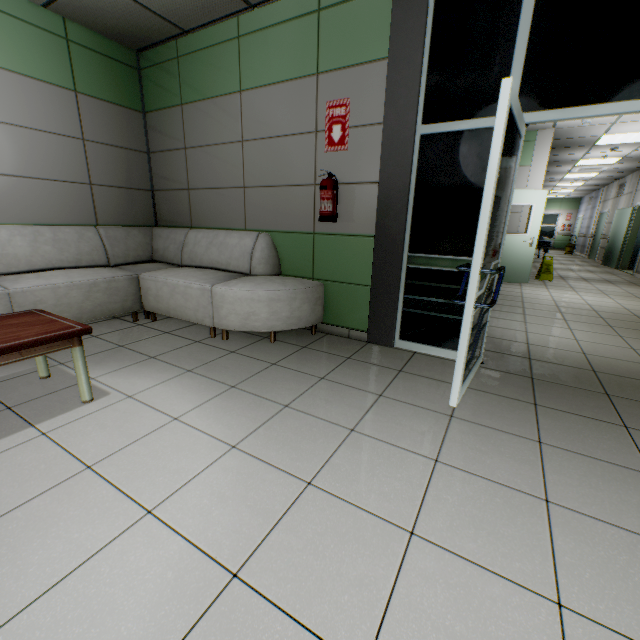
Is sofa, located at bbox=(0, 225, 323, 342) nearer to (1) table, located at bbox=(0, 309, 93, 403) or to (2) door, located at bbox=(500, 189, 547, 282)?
(1) table, located at bbox=(0, 309, 93, 403)

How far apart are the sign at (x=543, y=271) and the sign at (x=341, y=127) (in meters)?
7.22

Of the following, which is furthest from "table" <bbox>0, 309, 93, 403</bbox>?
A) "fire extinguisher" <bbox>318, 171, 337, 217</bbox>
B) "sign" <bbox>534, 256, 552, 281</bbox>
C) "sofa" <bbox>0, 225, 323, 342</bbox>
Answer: "sign" <bbox>534, 256, 552, 281</bbox>

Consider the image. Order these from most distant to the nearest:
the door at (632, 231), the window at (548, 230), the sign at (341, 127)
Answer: the window at (548, 230)
the door at (632, 231)
the sign at (341, 127)

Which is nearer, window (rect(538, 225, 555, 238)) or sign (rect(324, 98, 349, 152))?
sign (rect(324, 98, 349, 152))

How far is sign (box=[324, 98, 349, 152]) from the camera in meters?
3.1

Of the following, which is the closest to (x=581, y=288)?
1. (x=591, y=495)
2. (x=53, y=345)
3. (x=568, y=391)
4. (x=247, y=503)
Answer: (x=568, y=391)

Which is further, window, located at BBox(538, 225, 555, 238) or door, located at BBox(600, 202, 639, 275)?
window, located at BBox(538, 225, 555, 238)
